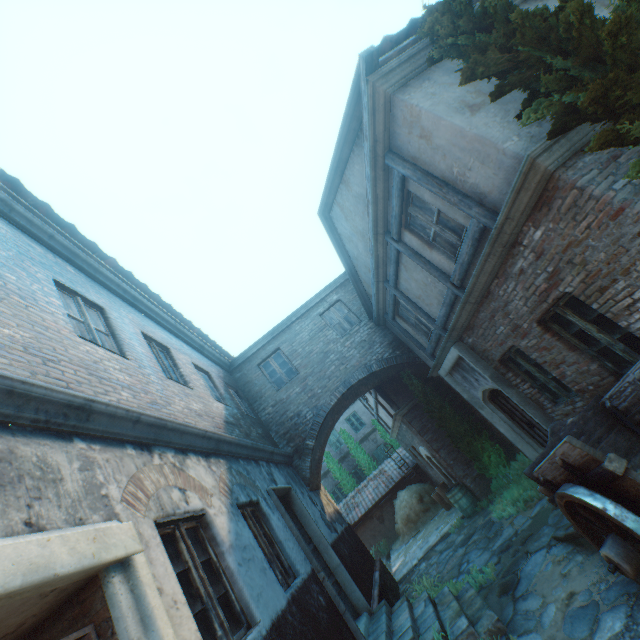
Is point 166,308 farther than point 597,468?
Yes

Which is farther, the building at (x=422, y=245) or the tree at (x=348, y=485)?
the tree at (x=348, y=485)

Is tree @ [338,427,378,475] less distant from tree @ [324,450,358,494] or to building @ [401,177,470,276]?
tree @ [324,450,358,494]

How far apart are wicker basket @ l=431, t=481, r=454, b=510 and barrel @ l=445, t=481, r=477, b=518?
1.8m

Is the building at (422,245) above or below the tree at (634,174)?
above

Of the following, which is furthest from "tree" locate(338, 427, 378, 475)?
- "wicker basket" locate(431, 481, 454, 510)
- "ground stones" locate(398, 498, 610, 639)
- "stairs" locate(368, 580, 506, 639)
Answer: "stairs" locate(368, 580, 506, 639)

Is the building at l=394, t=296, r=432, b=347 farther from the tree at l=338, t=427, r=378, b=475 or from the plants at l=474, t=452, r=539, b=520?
the tree at l=338, t=427, r=378, b=475

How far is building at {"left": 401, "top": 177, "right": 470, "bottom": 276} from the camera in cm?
532
